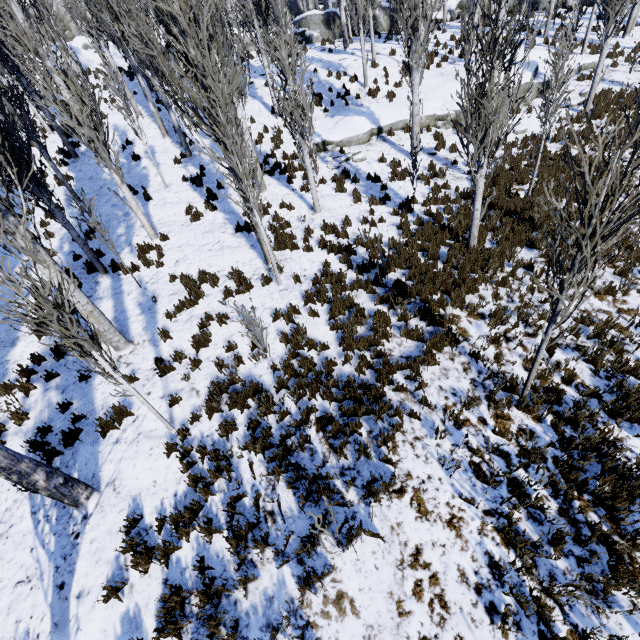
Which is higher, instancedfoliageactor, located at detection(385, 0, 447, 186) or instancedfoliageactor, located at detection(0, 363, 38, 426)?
instancedfoliageactor, located at detection(385, 0, 447, 186)

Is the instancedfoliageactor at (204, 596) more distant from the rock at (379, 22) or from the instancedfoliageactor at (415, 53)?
the rock at (379, 22)

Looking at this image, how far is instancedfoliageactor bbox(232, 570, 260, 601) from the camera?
4.01m

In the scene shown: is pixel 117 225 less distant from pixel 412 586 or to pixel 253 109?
pixel 253 109

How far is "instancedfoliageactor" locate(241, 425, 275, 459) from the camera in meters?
5.3

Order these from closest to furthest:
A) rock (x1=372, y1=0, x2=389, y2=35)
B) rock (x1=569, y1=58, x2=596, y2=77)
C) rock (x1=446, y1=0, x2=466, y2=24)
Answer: rock (x1=569, y1=58, x2=596, y2=77)
rock (x1=372, y1=0, x2=389, y2=35)
rock (x1=446, y1=0, x2=466, y2=24)

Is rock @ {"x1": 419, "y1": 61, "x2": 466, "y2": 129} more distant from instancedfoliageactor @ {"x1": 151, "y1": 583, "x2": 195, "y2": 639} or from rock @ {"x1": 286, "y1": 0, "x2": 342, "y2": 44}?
rock @ {"x1": 286, "y1": 0, "x2": 342, "y2": 44}

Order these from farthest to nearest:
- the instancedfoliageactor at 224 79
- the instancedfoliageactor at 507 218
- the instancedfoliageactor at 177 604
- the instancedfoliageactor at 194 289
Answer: the instancedfoliageactor at 194 289, the instancedfoliageactor at 224 79, the instancedfoliageactor at 177 604, the instancedfoliageactor at 507 218
